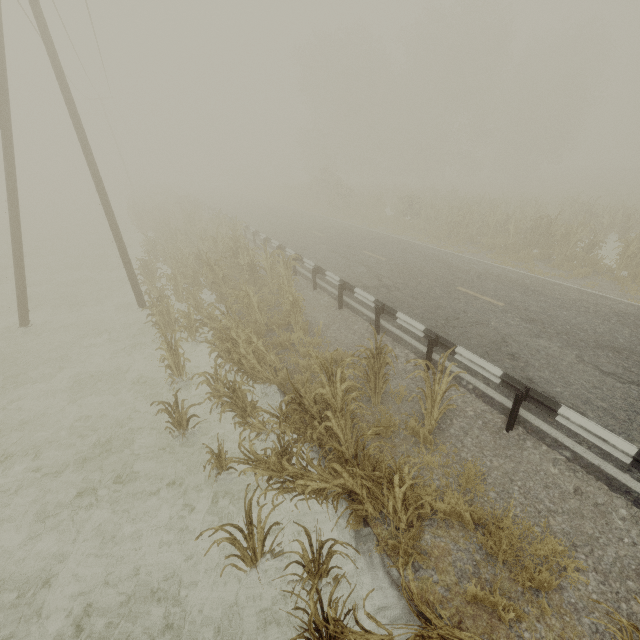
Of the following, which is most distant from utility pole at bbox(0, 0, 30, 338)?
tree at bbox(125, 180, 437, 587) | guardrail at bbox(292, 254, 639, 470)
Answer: guardrail at bbox(292, 254, 639, 470)

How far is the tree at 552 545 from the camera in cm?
379

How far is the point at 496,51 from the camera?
33.59m

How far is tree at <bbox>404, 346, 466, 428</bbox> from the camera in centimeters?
533cm

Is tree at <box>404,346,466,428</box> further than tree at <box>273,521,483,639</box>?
Yes

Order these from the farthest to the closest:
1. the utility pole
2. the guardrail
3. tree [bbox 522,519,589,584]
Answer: the utility pole < the guardrail < tree [bbox 522,519,589,584]

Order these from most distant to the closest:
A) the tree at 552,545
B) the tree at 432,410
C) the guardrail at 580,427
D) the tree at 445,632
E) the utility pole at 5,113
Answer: the utility pole at 5,113, the tree at 432,410, the guardrail at 580,427, the tree at 552,545, the tree at 445,632
